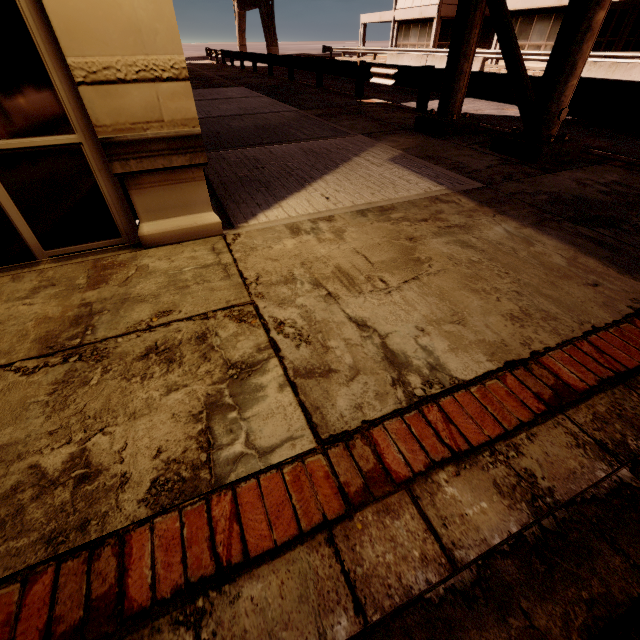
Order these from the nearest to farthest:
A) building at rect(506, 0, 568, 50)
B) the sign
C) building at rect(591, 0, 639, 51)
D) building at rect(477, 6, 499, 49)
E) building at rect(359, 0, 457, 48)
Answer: the sign, building at rect(591, 0, 639, 51), building at rect(506, 0, 568, 50), building at rect(477, 6, 499, 49), building at rect(359, 0, 457, 48)

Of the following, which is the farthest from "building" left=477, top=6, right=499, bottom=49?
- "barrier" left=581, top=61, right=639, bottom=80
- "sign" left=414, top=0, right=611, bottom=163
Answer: "barrier" left=581, top=61, right=639, bottom=80

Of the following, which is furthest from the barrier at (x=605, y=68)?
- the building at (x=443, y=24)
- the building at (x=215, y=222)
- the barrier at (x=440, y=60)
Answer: the building at (x=215, y=222)

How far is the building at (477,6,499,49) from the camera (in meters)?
24.19

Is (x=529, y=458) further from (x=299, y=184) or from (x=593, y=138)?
(x=593, y=138)

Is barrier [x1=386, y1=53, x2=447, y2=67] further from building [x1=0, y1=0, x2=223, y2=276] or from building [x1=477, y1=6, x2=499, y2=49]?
building [x1=0, y1=0, x2=223, y2=276]

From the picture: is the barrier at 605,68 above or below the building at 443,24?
below

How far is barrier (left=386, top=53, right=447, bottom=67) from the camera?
16.8 meters
